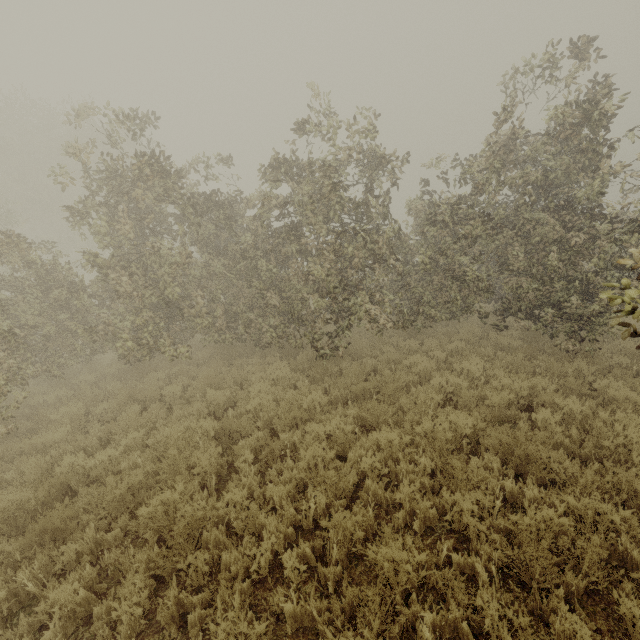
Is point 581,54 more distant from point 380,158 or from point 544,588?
point 544,588
